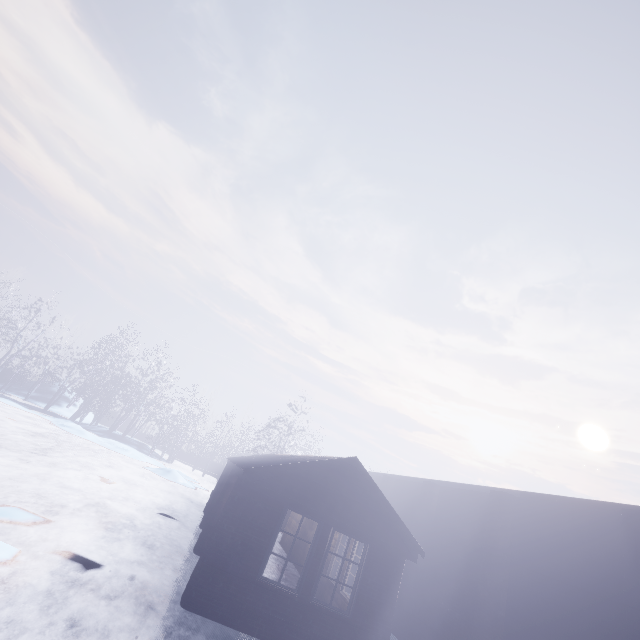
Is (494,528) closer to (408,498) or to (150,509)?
(408,498)

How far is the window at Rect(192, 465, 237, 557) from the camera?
8.67m

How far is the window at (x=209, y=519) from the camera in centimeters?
867cm

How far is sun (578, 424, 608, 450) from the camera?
53.4 meters

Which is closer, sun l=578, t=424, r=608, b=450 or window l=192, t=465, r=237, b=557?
window l=192, t=465, r=237, b=557

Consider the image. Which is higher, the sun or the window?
the sun

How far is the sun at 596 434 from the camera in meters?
53.4
